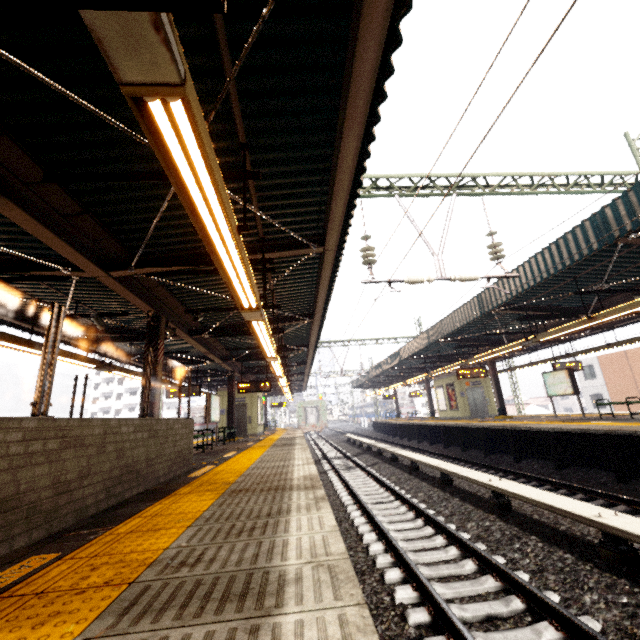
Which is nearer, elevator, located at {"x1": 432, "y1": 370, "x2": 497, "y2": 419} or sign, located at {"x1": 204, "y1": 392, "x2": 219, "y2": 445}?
sign, located at {"x1": 204, "y1": 392, "x2": 219, "y2": 445}

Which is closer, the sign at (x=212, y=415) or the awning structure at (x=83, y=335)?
the awning structure at (x=83, y=335)

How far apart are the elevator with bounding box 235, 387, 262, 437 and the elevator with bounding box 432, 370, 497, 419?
12.6m

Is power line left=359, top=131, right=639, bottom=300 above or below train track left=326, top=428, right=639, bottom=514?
above

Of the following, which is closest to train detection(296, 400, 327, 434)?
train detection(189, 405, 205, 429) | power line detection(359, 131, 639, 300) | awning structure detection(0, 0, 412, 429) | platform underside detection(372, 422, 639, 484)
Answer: awning structure detection(0, 0, 412, 429)

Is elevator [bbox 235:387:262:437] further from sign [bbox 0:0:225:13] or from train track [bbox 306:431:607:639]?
sign [bbox 0:0:225:13]

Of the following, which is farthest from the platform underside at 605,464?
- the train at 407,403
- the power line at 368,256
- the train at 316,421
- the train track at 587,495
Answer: the train at 407,403

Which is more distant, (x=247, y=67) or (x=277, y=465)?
(x=277, y=465)
